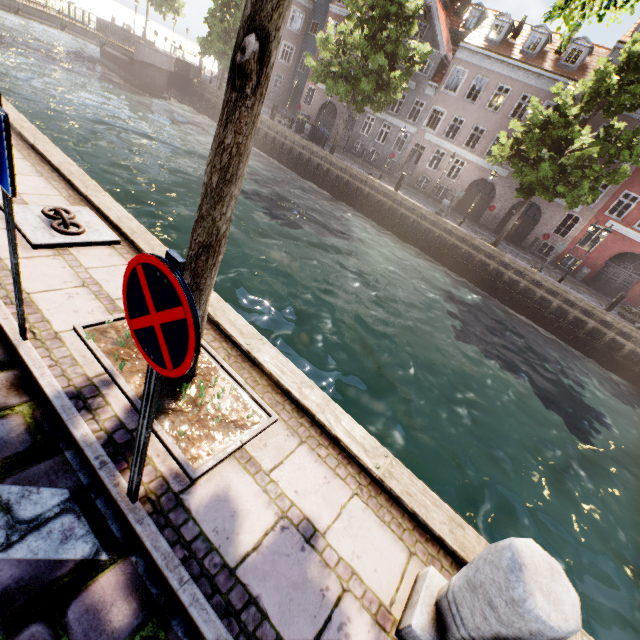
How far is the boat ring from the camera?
4.0 meters

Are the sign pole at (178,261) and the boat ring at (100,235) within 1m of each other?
no

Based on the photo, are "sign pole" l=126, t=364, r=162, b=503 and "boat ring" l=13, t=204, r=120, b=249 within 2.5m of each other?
Result: no

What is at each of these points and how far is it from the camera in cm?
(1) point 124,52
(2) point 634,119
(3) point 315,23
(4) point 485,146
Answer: (1) bridge, 2566
(2) building, 2170
(3) building, 3425
(4) building, 2677

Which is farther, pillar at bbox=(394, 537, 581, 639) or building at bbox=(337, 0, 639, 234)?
building at bbox=(337, 0, 639, 234)

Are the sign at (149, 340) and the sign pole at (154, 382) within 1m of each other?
yes

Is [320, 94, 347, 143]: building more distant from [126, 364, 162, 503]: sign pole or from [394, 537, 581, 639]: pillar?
[126, 364, 162, 503]: sign pole

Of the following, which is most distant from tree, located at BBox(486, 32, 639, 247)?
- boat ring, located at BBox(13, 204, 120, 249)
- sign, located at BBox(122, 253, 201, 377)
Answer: boat ring, located at BBox(13, 204, 120, 249)
